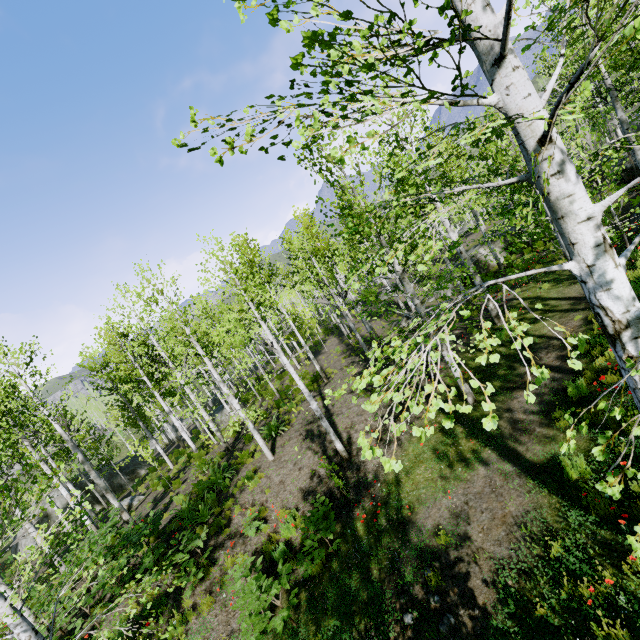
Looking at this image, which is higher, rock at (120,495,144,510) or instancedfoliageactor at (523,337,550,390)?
instancedfoliageactor at (523,337,550,390)

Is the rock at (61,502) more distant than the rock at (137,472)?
No

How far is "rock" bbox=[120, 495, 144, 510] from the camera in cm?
1825

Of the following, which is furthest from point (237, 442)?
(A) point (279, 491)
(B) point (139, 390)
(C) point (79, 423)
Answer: (C) point (79, 423)

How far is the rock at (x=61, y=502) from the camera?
25.8m

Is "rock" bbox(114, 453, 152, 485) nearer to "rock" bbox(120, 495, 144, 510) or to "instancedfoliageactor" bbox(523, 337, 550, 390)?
"rock" bbox(120, 495, 144, 510)

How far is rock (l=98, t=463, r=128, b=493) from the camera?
26.84m
